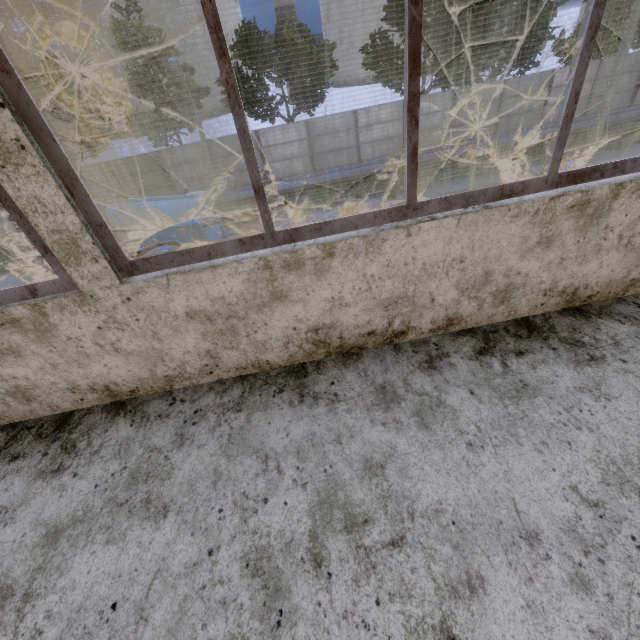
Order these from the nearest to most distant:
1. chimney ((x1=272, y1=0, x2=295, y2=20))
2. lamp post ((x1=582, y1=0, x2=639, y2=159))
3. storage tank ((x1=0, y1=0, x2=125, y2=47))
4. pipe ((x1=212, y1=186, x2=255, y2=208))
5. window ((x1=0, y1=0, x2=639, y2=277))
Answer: window ((x1=0, y1=0, x2=639, y2=277))
lamp post ((x1=582, y1=0, x2=639, y2=159))
pipe ((x1=212, y1=186, x2=255, y2=208))
storage tank ((x1=0, y1=0, x2=125, y2=47))
chimney ((x1=272, y1=0, x2=295, y2=20))

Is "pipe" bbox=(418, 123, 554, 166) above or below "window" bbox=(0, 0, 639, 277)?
below

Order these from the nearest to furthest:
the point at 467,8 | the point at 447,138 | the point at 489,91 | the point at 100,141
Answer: the point at 467,8 → the point at 489,91 → the point at 447,138 → the point at 100,141

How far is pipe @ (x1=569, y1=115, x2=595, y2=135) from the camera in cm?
1770

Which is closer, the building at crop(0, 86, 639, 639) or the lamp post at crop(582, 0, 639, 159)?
the building at crop(0, 86, 639, 639)

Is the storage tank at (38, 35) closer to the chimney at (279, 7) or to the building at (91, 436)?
the chimney at (279, 7)

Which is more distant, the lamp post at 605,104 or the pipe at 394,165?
the pipe at 394,165
